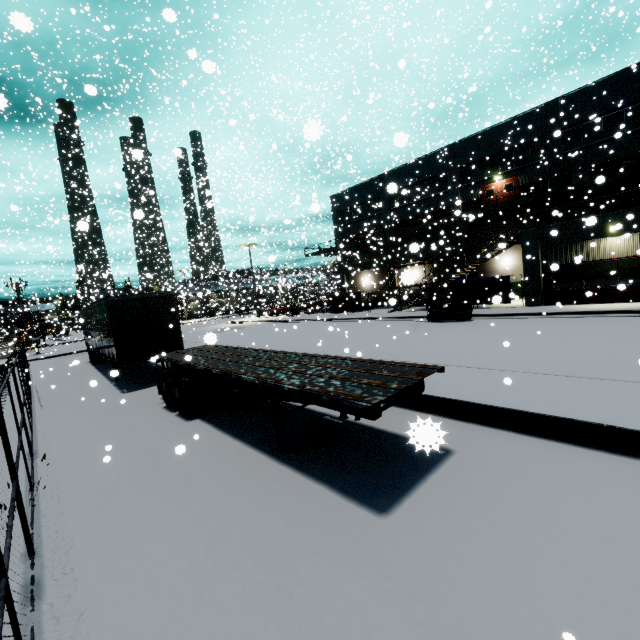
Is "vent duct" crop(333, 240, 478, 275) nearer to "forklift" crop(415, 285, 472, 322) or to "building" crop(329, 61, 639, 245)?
"building" crop(329, 61, 639, 245)

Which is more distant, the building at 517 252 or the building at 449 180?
the building at 449 180

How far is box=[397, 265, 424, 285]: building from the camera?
2.1m

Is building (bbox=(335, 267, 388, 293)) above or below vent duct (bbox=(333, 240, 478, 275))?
below

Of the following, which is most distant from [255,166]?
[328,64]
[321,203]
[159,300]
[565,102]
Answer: [321,203]

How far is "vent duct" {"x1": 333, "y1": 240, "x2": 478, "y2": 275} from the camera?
29.88m

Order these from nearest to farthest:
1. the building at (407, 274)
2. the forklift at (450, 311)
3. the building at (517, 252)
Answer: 1. the building at (407, 274)
2. the building at (517, 252)
3. the forklift at (450, 311)

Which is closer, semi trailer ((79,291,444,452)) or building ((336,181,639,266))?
semi trailer ((79,291,444,452))
